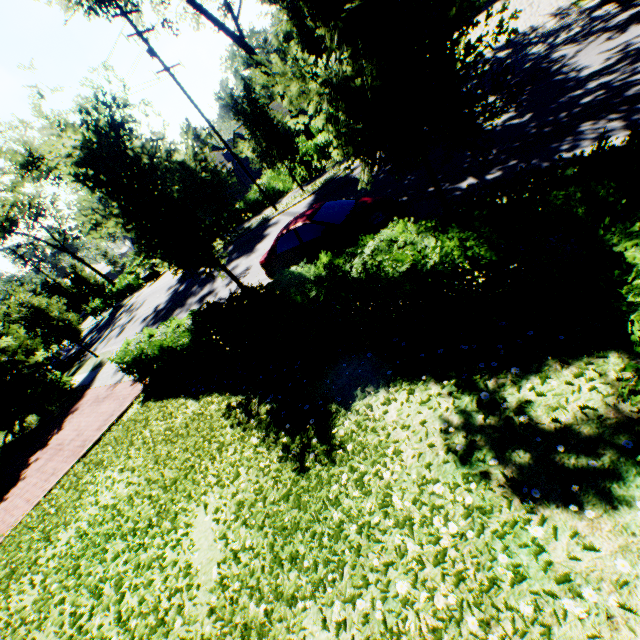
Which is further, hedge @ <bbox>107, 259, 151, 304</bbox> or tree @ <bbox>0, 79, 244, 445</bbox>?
hedge @ <bbox>107, 259, 151, 304</bbox>

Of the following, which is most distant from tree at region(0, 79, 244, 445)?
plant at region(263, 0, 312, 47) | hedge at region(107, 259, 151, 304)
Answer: plant at region(263, 0, 312, 47)

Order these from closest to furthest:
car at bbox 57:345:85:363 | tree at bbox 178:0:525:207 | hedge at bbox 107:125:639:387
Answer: hedge at bbox 107:125:639:387, tree at bbox 178:0:525:207, car at bbox 57:345:85:363

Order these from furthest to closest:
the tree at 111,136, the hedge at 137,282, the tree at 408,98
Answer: the hedge at 137,282
the tree at 111,136
the tree at 408,98

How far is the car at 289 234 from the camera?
8.5 meters

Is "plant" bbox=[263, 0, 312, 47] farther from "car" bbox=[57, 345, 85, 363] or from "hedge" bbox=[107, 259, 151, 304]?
"car" bbox=[57, 345, 85, 363]

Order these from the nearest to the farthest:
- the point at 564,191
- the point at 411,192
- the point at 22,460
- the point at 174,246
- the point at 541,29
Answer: the point at 564,191
the point at 174,246
the point at 411,192
the point at 541,29
the point at 22,460

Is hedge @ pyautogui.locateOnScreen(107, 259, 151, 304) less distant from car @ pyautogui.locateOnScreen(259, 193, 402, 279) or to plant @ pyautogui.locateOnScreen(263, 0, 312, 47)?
plant @ pyautogui.locateOnScreen(263, 0, 312, 47)
